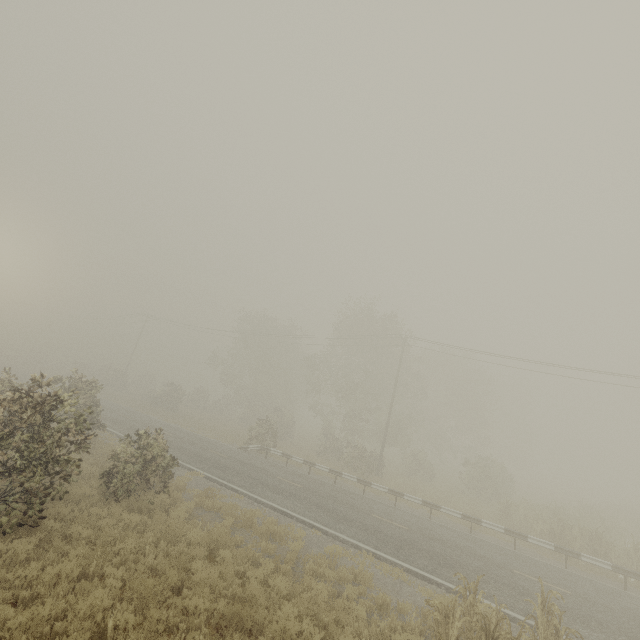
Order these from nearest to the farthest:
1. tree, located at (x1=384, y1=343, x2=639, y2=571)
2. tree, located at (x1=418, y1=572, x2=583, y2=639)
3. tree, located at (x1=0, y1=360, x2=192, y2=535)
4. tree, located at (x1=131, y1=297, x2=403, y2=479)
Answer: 1. tree, located at (x1=418, y1=572, x2=583, y2=639)
2. tree, located at (x1=0, y1=360, x2=192, y2=535)
3. tree, located at (x1=384, y1=343, x2=639, y2=571)
4. tree, located at (x1=131, y1=297, x2=403, y2=479)

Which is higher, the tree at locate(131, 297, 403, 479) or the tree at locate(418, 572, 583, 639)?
the tree at locate(131, 297, 403, 479)

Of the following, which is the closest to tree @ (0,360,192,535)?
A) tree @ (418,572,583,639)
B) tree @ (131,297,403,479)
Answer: tree @ (418,572,583,639)

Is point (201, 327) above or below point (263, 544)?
above

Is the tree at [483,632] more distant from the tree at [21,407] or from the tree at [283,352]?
the tree at [283,352]

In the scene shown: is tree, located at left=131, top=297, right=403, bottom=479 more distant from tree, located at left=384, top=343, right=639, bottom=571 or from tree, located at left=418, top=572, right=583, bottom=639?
tree, located at left=418, top=572, right=583, bottom=639
